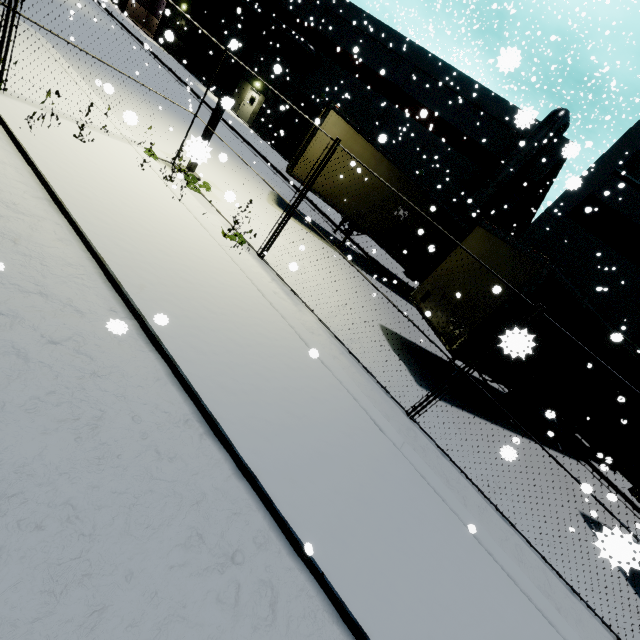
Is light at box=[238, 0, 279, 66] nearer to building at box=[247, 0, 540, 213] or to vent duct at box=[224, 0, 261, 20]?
building at box=[247, 0, 540, 213]

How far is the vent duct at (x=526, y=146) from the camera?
17.0 meters

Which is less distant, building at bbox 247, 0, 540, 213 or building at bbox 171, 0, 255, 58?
building at bbox 247, 0, 540, 213

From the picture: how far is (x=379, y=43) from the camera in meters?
22.3

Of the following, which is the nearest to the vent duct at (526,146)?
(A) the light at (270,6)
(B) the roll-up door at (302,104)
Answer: (A) the light at (270,6)

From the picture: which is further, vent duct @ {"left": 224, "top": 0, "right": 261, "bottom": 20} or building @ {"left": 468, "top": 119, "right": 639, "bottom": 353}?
vent duct @ {"left": 224, "top": 0, "right": 261, "bottom": 20}

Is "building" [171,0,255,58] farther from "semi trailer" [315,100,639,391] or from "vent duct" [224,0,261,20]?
"semi trailer" [315,100,639,391]

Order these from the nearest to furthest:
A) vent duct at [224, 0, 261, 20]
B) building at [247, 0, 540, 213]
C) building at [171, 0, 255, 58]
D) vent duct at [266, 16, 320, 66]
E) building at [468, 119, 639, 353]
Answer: building at [468, 119, 639, 353]
building at [247, 0, 540, 213]
vent duct at [266, 16, 320, 66]
vent duct at [224, 0, 261, 20]
building at [171, 0, 255, 58]
